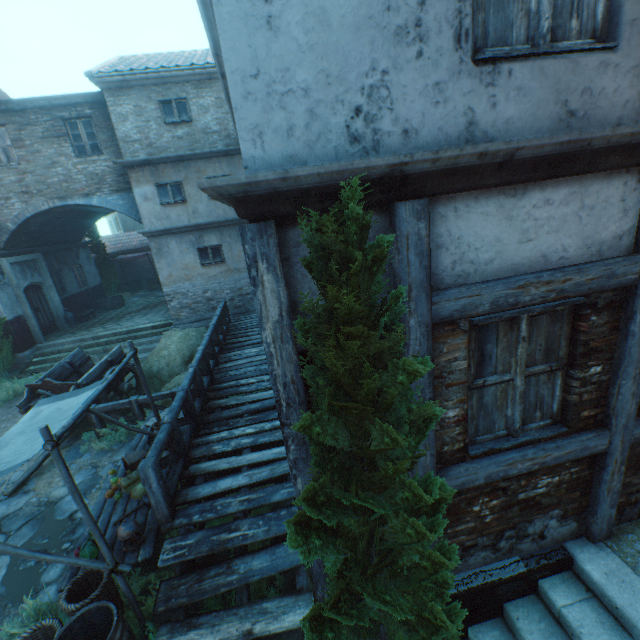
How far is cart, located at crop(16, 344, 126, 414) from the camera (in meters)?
8.34

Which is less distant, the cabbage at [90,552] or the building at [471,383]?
the building at [471,383]

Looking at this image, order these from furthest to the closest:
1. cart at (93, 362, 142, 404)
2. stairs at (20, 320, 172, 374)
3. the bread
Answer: stairs at (20, 320, 172, 374), cart at (93, 362, 142, 404), the bread

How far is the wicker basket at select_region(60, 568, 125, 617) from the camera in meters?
3.6

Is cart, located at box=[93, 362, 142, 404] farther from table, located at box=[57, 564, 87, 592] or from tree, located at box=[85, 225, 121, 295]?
tree, located at box=[85, 225, 121, 295]

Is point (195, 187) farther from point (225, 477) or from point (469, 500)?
point (469, 500)

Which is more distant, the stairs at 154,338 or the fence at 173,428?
the stairs at 154,338

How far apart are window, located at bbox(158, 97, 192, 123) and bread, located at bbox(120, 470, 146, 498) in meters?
11.6 m
